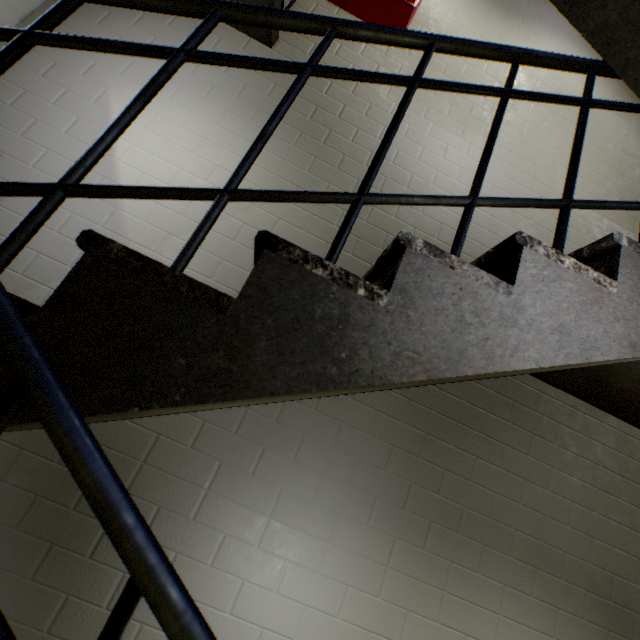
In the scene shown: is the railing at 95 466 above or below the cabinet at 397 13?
below

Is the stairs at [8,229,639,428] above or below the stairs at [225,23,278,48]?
below

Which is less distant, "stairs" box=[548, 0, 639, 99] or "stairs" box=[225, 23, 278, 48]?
"stairs" box=[548, 0, 639, 99]

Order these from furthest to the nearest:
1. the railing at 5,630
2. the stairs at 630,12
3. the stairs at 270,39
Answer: the stairs at 270,39, the stairs at 630,12, the railing at 5,630

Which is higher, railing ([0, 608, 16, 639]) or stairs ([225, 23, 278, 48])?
stairs ([225, 23, 278, 48])

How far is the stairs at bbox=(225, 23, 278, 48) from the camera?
2.75m

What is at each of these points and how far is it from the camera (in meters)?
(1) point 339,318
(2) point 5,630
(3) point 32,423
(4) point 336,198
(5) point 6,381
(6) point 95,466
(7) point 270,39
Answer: (1) stairs, 0.71
(2) railing, 0.43
(3) stairs, 0.61
(4) railing, 0.83
(5) stairs, 0.55
(6) railing, 0.48
(7) stairs, 2.79

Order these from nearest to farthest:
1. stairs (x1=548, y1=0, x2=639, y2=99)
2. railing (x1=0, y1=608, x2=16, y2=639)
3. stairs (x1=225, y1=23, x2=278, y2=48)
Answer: railing (x1=0, y1=608, x2=16, y2=639)
stairs (x1=548, y1=0, x2=639, y2=99)
stairs (x1=225, y1=23, x2=278, y2=48)
